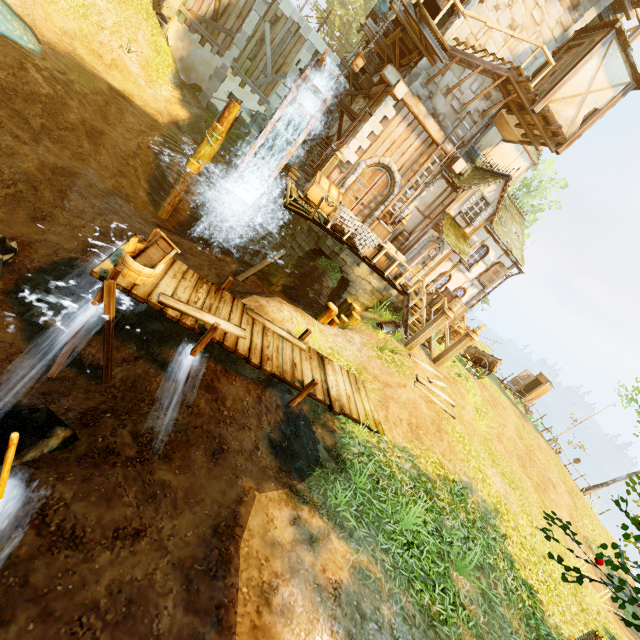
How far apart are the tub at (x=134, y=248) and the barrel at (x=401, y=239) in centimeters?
1132cm

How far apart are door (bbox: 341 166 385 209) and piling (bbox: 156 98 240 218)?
5.6m

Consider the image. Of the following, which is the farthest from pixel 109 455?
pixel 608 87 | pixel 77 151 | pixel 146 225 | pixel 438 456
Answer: pixel 608 87

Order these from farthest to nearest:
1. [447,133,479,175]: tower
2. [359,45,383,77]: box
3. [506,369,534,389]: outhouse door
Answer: [506,369,534,389]: outhouse door → [359,45,383,77]: box → [447,133,479,175]: tower

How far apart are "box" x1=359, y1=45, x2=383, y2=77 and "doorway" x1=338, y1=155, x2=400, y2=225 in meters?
6.8 m

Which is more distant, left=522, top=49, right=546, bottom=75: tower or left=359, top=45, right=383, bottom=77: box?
left=359, top=45, right=383, bottom=77: box

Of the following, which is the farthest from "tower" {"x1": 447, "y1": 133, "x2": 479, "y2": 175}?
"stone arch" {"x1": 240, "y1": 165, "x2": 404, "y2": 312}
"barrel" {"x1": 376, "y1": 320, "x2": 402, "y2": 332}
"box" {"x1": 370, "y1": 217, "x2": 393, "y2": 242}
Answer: "barrel" {"x1": 376, "y1": 320, "x2": 402, "y2": 332}

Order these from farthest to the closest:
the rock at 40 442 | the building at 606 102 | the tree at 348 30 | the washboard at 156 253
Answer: the tree at 348 30 < the building at 606 102 < the washboard at 156 253 < the rock at 40 442
